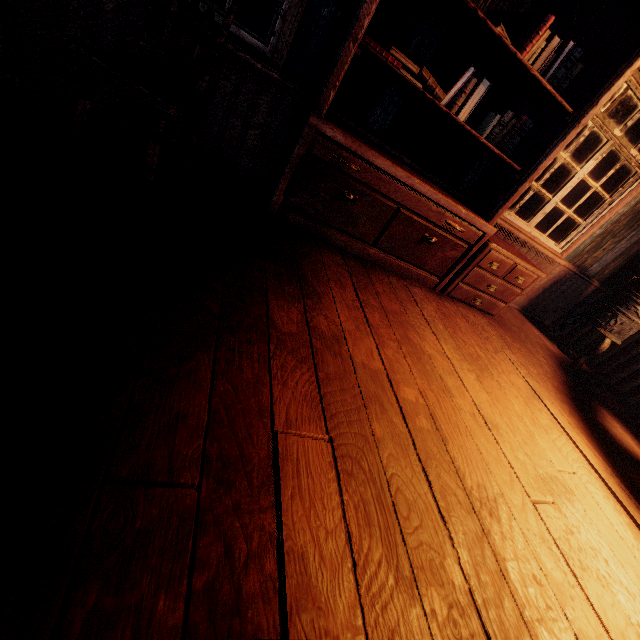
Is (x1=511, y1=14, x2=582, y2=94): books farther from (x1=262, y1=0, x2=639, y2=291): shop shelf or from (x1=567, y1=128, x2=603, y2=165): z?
(x1=567, y1=128, x2=603, y2=165): z

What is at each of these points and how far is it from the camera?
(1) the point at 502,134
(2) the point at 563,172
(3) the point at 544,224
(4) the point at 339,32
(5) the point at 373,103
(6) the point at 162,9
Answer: (1) books, 2.80m
(2) z, 10.93m
(3) z, 10.78m
(4) shop shelf, 2.18m
(5) building, 2.71m
(6) building, 2.13m

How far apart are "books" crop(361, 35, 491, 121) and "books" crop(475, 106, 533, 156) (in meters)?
0.27

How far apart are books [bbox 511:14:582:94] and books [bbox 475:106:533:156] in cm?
23

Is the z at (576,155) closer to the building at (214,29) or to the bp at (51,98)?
the building at (214,29)

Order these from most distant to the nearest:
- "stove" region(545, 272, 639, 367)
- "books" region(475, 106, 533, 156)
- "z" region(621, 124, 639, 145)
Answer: "z" region(621, 124, 639, 145), "stove" region(545, 272, 639, 367), "books" region(475, 106, 533, 156)

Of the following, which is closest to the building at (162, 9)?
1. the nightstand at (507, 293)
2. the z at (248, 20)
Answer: the z at (248, 20)

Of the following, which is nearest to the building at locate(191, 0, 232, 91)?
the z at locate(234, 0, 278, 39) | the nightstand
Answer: the z at locate(234, 0, 278, 39)
